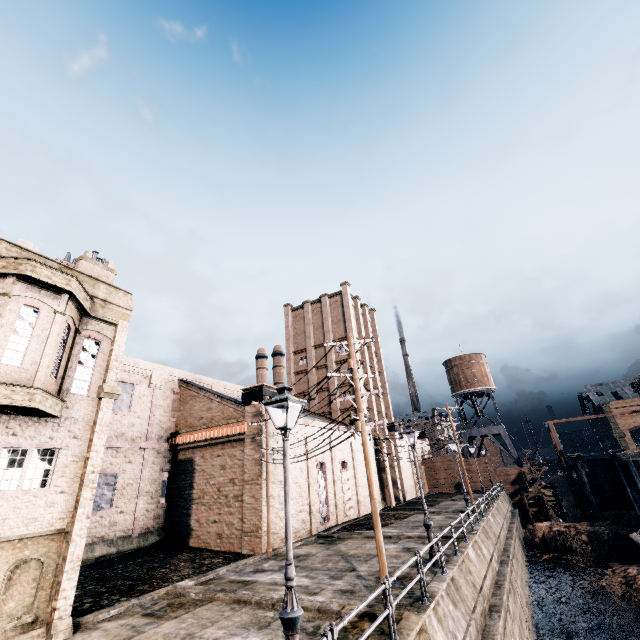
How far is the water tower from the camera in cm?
5326

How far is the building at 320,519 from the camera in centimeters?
2378cm

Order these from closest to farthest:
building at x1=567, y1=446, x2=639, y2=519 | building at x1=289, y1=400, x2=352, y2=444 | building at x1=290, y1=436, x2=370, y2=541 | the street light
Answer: the street light < building at x1=290, y1=436, x2=370, y2=541 < building at x1=289, y1=400, x2=352, y2=444 < building at x1=567, y1=446, x2=639, y2=519

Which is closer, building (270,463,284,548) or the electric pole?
the electric pole

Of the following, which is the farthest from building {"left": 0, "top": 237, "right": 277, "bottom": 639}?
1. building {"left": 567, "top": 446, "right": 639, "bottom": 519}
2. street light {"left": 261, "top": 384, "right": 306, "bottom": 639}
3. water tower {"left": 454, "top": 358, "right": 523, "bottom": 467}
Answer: building {"left": 567, "top": 446, "right": 639, "bottom": 519}

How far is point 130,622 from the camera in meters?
10.6

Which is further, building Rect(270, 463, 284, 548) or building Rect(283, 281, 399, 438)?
building Rect(283, 281, 399, 438)

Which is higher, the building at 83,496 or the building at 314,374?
the building at 314,374
